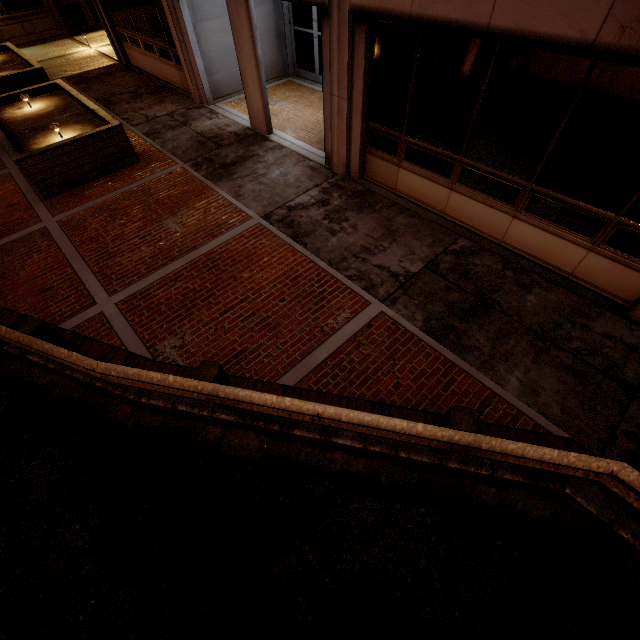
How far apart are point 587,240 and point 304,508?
5.87m

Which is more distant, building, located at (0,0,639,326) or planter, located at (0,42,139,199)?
planter, located at (0,42,139,199)

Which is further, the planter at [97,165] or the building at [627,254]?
the planter at [97,165]
